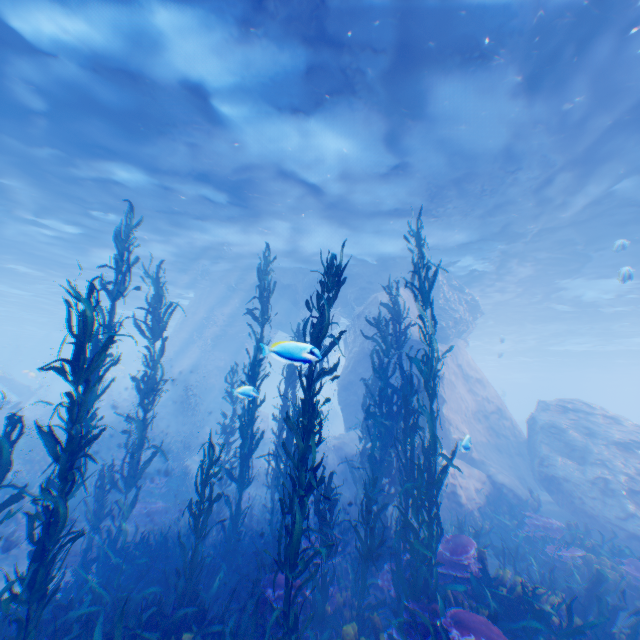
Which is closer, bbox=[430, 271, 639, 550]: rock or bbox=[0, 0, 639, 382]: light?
bbox=[0, 0, 639, 382]: light

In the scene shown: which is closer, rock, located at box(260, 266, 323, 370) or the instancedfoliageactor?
the instancedfoliageactor

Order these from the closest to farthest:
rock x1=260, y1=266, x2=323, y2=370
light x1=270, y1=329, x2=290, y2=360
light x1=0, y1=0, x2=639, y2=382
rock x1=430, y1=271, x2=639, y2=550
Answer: light x1=270, y1=329, x2=290, y2=360
light x1=0, y1=0, x2=639, y2=382
rock x1=430, y1=271, x2=639, y2=550
rock x1=260, y1=266, x2=323, y2=370

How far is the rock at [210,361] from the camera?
23.2m

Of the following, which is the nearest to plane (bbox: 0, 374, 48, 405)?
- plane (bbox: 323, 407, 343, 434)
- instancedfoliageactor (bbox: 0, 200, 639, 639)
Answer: instancedfoliageactor (bbox: 0, 200, 639, 639)

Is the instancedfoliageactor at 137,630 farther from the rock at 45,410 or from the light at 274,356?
the light at 274,356

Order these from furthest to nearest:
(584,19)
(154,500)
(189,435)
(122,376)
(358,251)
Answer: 1. (122,376)
2. (189,435)
3. (358,251)
4. (154,500)
5. (584,19)

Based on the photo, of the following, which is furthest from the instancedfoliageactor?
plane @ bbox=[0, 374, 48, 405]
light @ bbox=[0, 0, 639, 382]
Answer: light @ bbox=[0, 0, 639, 382]
